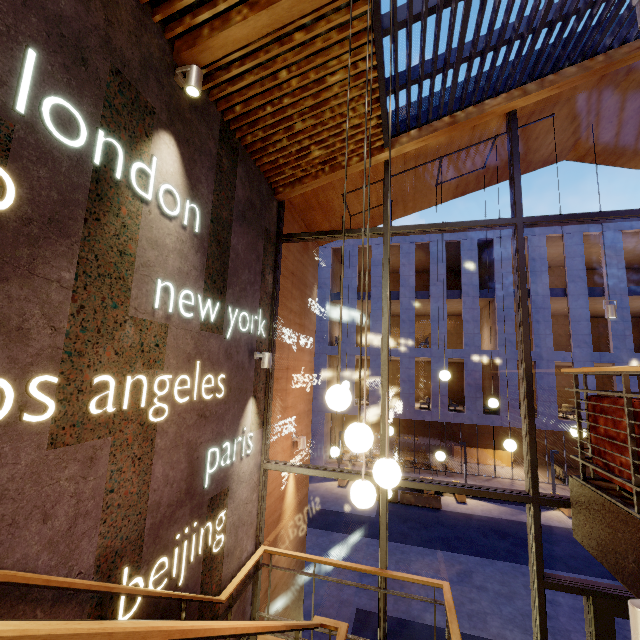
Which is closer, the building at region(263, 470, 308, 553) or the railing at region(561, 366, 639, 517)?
the railing at region(561, 366, 639, 517)

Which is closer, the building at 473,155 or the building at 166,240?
the building at 166,240

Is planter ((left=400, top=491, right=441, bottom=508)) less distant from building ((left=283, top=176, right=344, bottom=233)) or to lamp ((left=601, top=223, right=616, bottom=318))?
building ((left=283, top=176, right=344, bottom=233))

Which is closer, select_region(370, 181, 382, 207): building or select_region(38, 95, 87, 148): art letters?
select_region(38, 95, 87, 148): art letters

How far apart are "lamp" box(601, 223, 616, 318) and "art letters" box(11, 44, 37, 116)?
8.02m

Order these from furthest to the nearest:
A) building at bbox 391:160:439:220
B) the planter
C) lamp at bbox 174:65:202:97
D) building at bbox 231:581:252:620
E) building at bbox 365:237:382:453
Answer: building at bbox 365:237:382:453 → the planter → building at bbox 391:160:439:220 → building at bbox 231:581:252:620 → lamp at bbox 174:65:202:97

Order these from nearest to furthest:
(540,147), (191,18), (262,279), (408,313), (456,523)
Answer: (191,18) < (262,279) < (540,147) < (456,523) < (408,313)

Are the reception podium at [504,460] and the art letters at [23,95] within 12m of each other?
no
